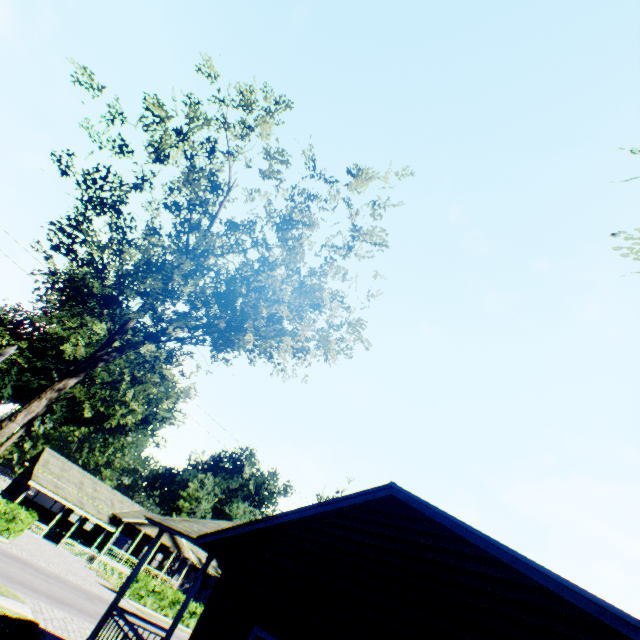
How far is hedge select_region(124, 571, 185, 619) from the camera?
27.6m

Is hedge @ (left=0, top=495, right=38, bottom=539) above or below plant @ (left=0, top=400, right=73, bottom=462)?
below

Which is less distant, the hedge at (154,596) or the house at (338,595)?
the house at (338,595)

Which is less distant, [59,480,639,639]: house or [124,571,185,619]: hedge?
[59,480,639,639]: house

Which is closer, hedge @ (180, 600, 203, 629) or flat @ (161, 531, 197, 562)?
hedge @ (180, 600, 203, 629)

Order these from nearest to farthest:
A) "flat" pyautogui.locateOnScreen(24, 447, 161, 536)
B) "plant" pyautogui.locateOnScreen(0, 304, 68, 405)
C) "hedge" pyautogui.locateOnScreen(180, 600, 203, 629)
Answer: "hedge" pyautogui.locateOnScreen(180, 600, 203, 629)
"flat" pyautogui.locateOnScreen(24, 447, 161, 536)
"plant" pyautogui.locateOnScreen(0, 304, 68, 405)

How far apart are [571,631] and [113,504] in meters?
50.4

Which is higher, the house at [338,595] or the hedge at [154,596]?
the house at [338,595]
